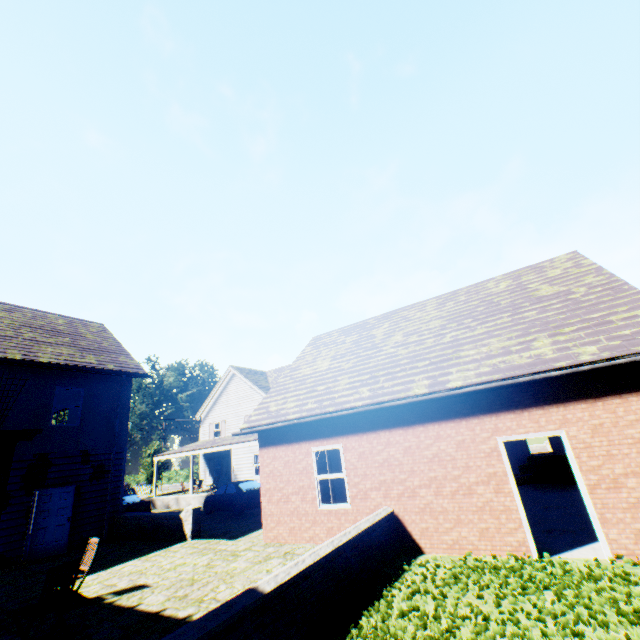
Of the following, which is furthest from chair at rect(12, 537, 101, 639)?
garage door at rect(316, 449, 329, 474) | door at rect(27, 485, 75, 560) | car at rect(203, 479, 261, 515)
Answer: car at rect(203, 479, 261, 515)

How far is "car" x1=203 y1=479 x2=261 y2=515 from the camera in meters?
17.1

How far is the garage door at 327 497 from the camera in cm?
1245

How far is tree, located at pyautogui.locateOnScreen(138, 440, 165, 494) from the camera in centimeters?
4066cm

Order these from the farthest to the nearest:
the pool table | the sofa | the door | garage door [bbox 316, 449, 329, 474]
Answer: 1. garage door [bbox 316, 449, 329, 474]
2. the sofa
3. the door
4. the pool table

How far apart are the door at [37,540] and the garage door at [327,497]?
8.1m

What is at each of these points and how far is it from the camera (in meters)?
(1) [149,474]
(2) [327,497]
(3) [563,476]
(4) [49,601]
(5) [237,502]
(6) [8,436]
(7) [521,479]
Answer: (1) tree, 41.16
(2) garage door, 12.63
(3) sofa, 12.28
(4) chair, 5.20
(5) car, 17.36
(6) veranda, 4.61
(7) pool table, 10.27

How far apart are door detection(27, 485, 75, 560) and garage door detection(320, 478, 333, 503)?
8.1 meters
